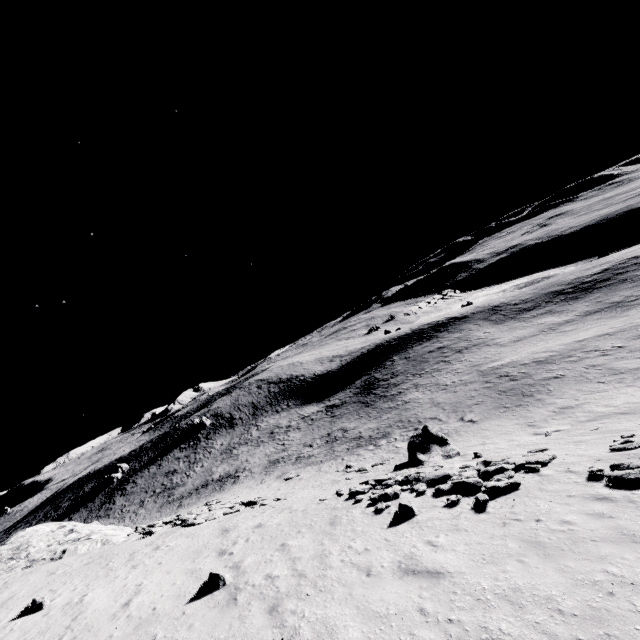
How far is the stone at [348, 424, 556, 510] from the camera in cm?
1241

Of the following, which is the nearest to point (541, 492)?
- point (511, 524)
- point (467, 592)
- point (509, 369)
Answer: point (511, 524)

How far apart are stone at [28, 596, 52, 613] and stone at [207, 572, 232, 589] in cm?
733

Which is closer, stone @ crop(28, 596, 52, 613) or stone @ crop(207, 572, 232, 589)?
stone @ crop(207, 572, 232, 589)

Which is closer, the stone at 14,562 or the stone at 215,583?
the stone at 215,583

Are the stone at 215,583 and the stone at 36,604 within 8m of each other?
yes

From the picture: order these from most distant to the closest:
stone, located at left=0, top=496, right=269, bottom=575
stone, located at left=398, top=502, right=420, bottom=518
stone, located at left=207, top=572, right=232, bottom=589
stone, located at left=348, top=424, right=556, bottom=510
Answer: stone, located at left=0, top=496, right=269, bottom=575 → stone, located at left=348, top=424, right=556, bottom=510 → stone, located at left=398, top=502, right=420, bottom=518 → stone, located at left=207, top=572, right=232, bottom=589

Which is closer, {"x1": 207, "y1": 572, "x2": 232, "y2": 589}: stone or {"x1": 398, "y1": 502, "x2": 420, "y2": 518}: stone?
{"x1": 207, "y1": 572, "x2": 232, "y2": 589}: stone
